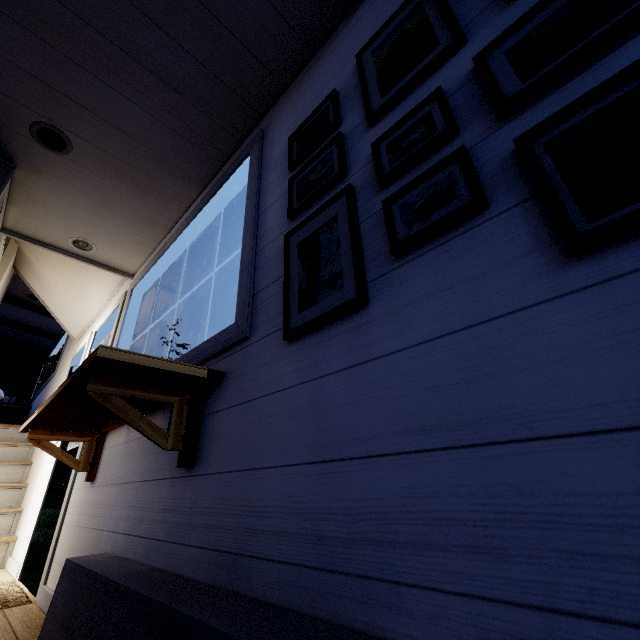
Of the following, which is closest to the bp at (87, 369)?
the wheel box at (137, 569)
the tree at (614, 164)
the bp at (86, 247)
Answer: the tree at (614, 164)

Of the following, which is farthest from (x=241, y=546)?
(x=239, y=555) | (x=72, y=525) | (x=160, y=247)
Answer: (x=160, y=247)

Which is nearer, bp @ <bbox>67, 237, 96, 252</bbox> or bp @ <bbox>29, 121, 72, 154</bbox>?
bp @ <bbox>29, 121, 72, 154</bbox>

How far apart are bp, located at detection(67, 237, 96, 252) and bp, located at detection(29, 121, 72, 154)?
0.84m

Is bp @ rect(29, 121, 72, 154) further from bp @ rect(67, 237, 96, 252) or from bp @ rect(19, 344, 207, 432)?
bp @ rect(19, 344, 207, 432)

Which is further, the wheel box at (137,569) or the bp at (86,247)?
the bp at (86,247)

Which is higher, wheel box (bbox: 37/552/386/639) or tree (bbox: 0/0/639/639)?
tree (bbox: 0/0/639/639)

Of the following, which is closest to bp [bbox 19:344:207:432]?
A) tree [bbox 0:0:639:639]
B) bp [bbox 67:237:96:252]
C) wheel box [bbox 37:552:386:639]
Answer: tree [bbox 0:0:639:639]
